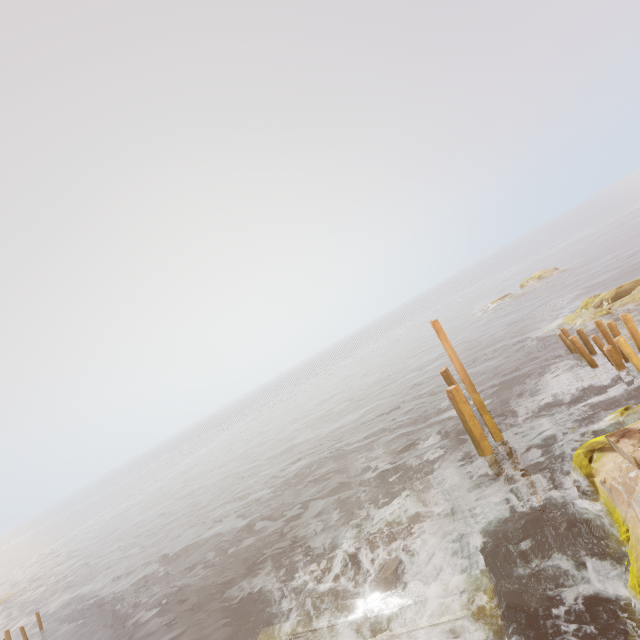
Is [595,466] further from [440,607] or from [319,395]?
[319,395]

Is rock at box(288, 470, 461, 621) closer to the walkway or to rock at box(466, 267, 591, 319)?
the walkway

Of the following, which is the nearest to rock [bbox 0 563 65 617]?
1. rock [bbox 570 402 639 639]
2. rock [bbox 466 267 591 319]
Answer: rock [bbox 570 402 639 639]

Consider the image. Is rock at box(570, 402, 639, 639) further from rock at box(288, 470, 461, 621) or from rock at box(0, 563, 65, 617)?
rock at box(0, 563, 65, 617)

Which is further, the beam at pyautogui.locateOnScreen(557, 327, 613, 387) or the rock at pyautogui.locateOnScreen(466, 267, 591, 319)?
the rock at pyautogui.locateOnScreen(466, 267, 591, 319)

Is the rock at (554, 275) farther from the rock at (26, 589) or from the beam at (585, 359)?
the rock at (26, 589)

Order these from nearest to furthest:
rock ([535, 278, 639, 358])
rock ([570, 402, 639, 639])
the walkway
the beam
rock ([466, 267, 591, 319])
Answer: rock ([570, 402, 639, 639]) < the walkway < the beam < rock ([535, 278, 639, 358]) < rock ([466, 267, 591, 319])

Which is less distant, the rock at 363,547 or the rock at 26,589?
the rock at 363,547
